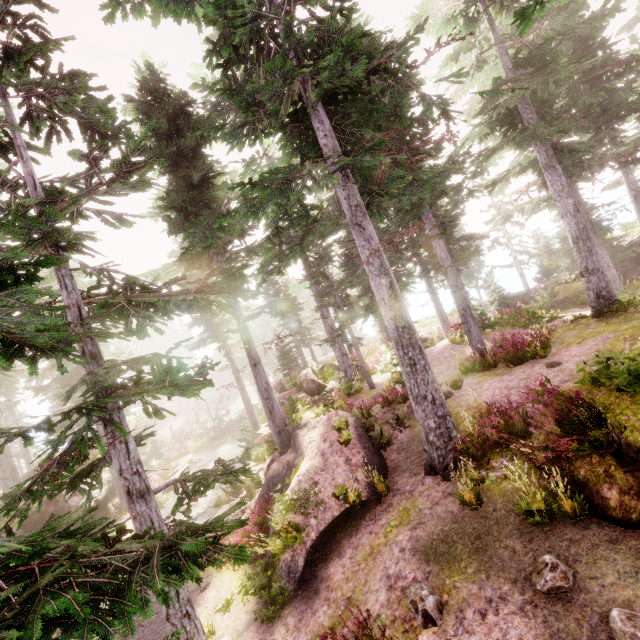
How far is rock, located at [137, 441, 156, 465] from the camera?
25.34m

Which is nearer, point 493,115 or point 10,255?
point 10,255

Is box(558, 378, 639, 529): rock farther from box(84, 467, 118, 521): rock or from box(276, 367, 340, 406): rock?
box(84, 467, 118, 521): rock

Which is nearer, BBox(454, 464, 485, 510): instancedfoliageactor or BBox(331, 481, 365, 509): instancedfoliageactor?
BBox(454, 464, 485, 510): instancedfoliageactor

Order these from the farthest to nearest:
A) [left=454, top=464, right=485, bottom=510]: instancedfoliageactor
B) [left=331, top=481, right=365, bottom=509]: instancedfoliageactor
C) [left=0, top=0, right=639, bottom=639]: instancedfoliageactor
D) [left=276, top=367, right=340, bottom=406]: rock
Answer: [left=276, top=367, right=340, bottom=406]: rock
[left=331, top=481, right=365, bottom=509]: instancedfoliageactor
[left=454, top=464, right=485, bottom=510]: instancedfoliageactor
[left=0, top=0, right=639, bottom=639]: instancedfoliageactor

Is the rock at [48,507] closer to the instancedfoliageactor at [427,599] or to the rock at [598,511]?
the instancedfoliageactor at [427,599]

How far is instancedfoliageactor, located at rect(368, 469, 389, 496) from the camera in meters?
8.2 m

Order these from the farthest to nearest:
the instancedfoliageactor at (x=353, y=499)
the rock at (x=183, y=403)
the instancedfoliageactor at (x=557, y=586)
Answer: the rock at (x=183, y=403) → the instancedfoliageactor at (x=353, y=499) → the instancedfoliageactor at (x=557, y=586)
